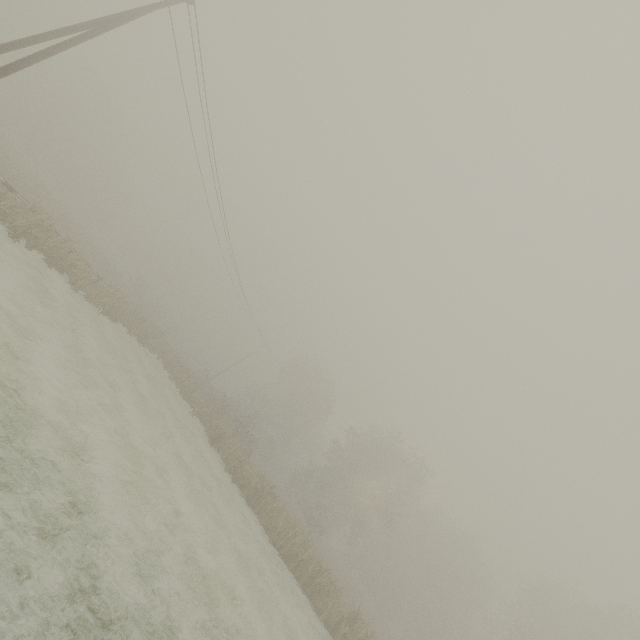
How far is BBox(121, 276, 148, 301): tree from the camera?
54.4 meters

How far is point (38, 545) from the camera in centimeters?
588cm

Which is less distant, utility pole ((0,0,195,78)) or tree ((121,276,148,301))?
utility pole ((0,0,195,78))

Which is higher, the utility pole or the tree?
the utility pole

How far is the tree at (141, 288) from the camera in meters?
54.4 m

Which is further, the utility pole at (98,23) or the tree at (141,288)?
the tree at (141,288)
